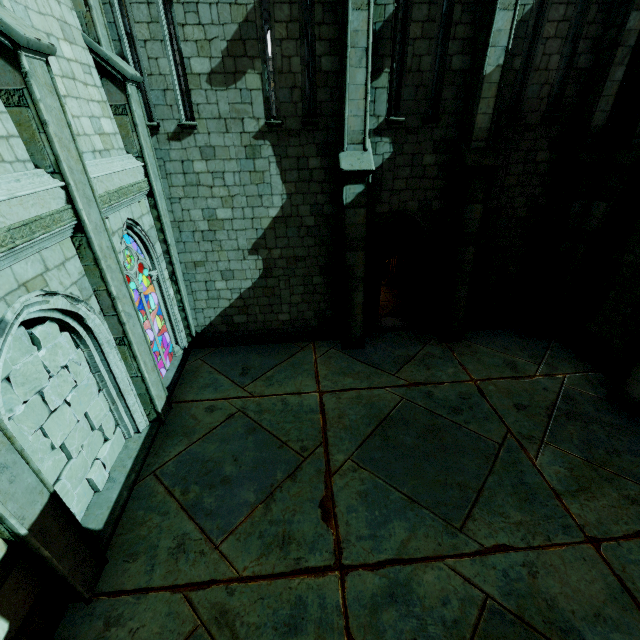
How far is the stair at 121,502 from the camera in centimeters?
561cm

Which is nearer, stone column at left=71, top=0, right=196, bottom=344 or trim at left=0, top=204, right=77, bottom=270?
trim at left=0, top=204, right=77, bottom=270

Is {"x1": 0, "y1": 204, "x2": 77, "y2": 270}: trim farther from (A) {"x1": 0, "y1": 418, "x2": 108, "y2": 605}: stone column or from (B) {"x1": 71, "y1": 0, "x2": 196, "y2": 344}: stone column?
(B) {"x1": 71, "y1": 0, "x2": 196, "y2": 344}: stone column

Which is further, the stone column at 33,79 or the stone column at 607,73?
the stone column at 607,73

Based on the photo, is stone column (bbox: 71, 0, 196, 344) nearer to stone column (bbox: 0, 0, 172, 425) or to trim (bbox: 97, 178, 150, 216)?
trim (bbox: 97, 178, 150, 216)

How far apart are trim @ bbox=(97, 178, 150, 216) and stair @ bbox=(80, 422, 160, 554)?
4.6 meters

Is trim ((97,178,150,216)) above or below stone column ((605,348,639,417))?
above

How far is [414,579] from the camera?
5.01m
